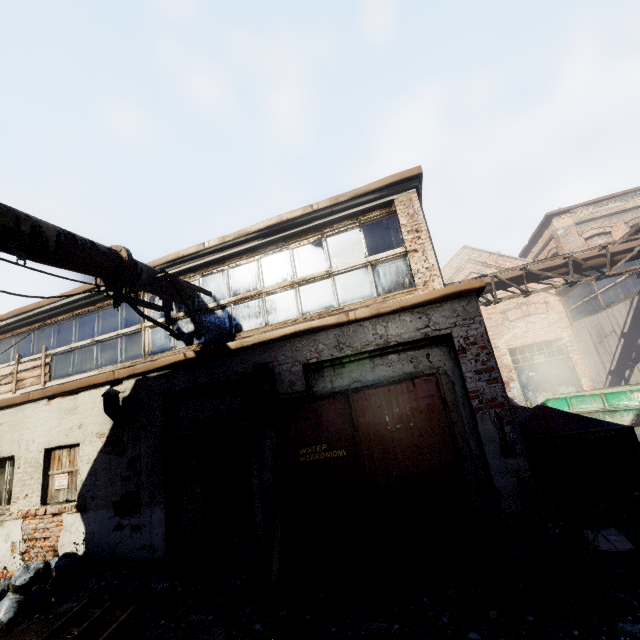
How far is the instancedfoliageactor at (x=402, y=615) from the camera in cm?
368

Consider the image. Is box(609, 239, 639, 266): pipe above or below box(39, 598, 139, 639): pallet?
above

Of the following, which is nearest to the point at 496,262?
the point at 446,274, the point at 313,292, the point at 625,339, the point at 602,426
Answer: the point at 446,274

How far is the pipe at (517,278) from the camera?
11.2 meters

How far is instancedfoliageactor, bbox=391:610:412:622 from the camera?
3.7m

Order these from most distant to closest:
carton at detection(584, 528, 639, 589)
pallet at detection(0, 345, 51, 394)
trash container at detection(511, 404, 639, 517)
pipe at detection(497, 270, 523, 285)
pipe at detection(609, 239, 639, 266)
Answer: pipe at detection(497, 270, 523, 285) → pipe at detection(609, 239, 639, 266) → pallet at detection(0, 345, 51, 394) → trash container at detection(511, 404, 639, 517) → carton at detection(584, 528, 639, 589)

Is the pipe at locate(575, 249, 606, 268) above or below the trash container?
above
